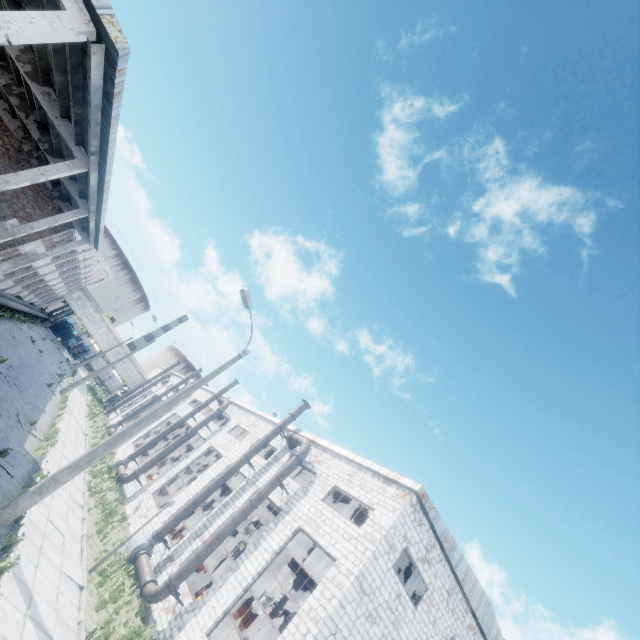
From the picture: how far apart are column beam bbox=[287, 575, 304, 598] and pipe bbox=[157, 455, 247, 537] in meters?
19.5 m

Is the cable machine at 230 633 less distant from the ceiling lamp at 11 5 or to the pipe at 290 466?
the pipe at 290 466

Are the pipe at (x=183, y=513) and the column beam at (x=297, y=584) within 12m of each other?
no

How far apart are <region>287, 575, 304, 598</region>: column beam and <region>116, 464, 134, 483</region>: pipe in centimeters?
1791cm

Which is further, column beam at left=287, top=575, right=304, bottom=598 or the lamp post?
column beam at left=287, top=575, right=304, bottom=598

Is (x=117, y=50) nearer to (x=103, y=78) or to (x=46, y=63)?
(x=103, y=78)

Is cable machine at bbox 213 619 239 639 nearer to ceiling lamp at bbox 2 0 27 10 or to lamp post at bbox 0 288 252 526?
lamp post at bbox 0 288 252 526

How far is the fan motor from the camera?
16.5 meters
